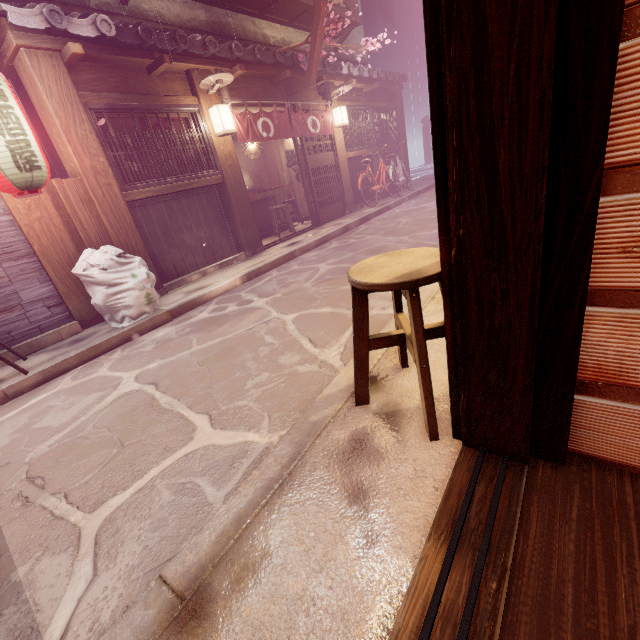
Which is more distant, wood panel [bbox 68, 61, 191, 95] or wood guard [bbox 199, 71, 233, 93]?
wood guard [bbox 199, 71, 233, 93]

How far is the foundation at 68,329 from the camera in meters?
7.1 m

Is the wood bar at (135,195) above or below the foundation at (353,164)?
above

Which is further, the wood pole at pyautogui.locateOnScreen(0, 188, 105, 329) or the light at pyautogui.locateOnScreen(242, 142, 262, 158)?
the light at pyautogui.locateOnScreen(242, 142, 262, 158)

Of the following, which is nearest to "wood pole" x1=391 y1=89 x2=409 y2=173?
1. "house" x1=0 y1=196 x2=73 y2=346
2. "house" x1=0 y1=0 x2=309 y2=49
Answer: "house" x1=0 y1=196 x2=73 y2=346

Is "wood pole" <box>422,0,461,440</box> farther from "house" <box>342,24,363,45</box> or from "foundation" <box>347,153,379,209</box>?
"house" <box>342,24,363,45</box>

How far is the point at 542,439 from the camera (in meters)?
2.18

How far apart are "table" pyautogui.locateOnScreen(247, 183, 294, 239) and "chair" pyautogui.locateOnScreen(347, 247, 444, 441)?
12.71m
